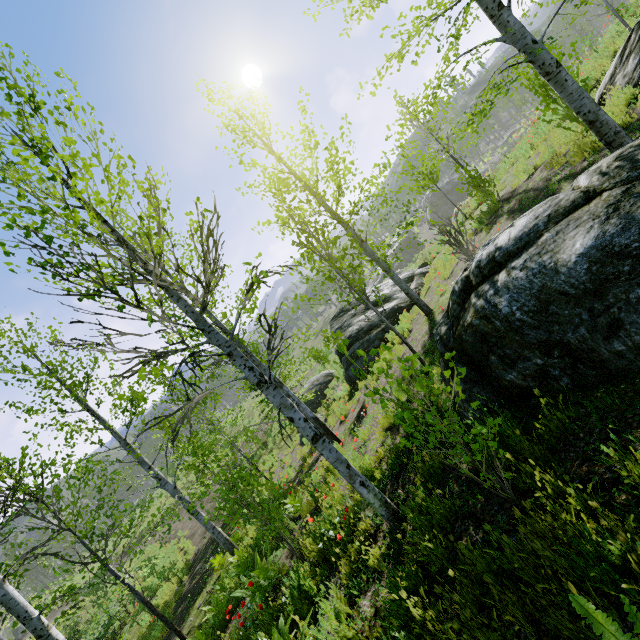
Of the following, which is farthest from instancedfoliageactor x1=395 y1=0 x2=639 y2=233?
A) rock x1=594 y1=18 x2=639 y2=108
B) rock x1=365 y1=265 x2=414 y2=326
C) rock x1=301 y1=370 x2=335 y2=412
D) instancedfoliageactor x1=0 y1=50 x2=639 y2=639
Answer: rock x1=301 y1=370 x2=335 y2=412

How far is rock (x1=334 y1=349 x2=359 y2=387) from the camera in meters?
14.0

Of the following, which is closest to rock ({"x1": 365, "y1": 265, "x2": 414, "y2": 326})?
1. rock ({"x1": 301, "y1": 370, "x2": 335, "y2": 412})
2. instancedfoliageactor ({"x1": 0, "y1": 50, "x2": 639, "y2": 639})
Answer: rock ({"x1": 301, "y1": 370, "x2": 335, "y2": 412})

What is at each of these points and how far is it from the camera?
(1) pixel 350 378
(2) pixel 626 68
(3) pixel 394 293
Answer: (1) rock, 14.15m
(2) rock, 7.25m
(3) rock, 15.21m

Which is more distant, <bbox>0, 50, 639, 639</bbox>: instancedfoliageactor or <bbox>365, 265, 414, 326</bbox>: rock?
<bbox>365, 265, 414, 326</bbox>: rock

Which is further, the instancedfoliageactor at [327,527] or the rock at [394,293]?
the rock at [394,293]

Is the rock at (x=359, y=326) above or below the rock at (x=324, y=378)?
above

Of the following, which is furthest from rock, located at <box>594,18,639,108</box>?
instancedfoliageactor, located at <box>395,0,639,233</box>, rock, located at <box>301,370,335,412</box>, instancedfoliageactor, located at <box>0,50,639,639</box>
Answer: rock, located at <box>301,370,335,412</box>
